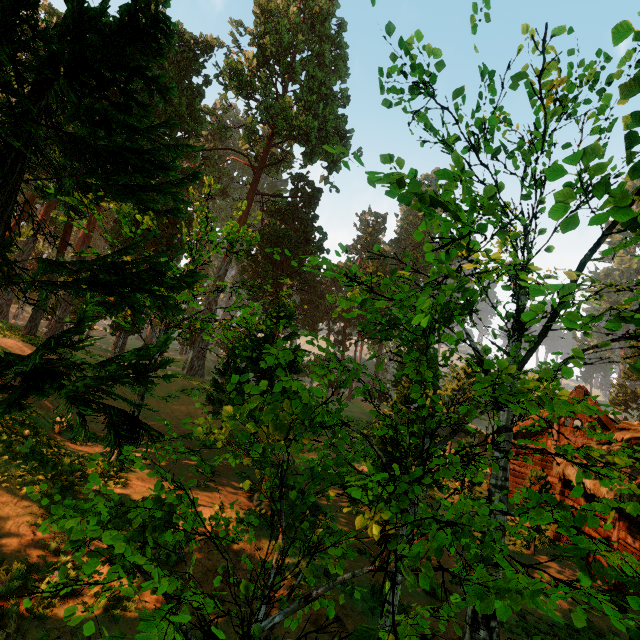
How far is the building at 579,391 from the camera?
19.61m

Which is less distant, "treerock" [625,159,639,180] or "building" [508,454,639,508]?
"treerock" [625,159,639,180]

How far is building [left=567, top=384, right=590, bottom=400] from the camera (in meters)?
19.61

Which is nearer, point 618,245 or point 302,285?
point 618,245

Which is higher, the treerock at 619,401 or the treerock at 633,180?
the treerock at 619,401

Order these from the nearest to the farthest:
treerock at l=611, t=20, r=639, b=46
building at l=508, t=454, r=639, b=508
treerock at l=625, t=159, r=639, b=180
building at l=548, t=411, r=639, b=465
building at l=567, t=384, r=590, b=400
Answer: treerock at l=611, t=20, r=639, b=46, treerock at l=625, t=159, r=639, b=180, building at l=508, t=454, r=639, b=508, building at l=548, t=411, r=639, b=465, building at l=567, t=384, r=590, b=400

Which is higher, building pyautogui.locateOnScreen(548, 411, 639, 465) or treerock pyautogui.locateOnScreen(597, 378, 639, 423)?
treerock pyautogui.locateOnScreen(597, 378, 639, 423)
